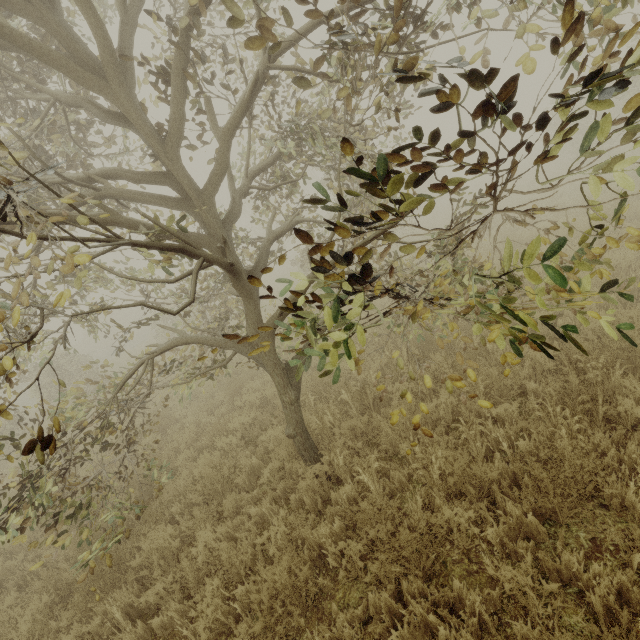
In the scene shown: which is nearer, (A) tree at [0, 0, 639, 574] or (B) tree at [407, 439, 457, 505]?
(A) tree at [0, 0, 639, 574]

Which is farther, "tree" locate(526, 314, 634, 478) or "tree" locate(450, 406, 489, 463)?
"tree" locate(450, 406, 489, 463)

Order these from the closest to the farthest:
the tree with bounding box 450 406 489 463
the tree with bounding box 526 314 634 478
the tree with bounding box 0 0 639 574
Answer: the tree with bounding box 0 0 639 574, the tree with bounding box 526 314 634 478, the tree with bounding box 450 406 489 463

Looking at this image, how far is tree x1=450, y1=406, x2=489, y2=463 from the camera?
3.88m

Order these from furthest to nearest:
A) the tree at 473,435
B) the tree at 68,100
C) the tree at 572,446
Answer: the tree at 473,435 < the tree at 572,446 < the tree at 68,100

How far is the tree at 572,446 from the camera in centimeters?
316cm

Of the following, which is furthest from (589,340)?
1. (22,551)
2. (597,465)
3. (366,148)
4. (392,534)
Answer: (22,551)
